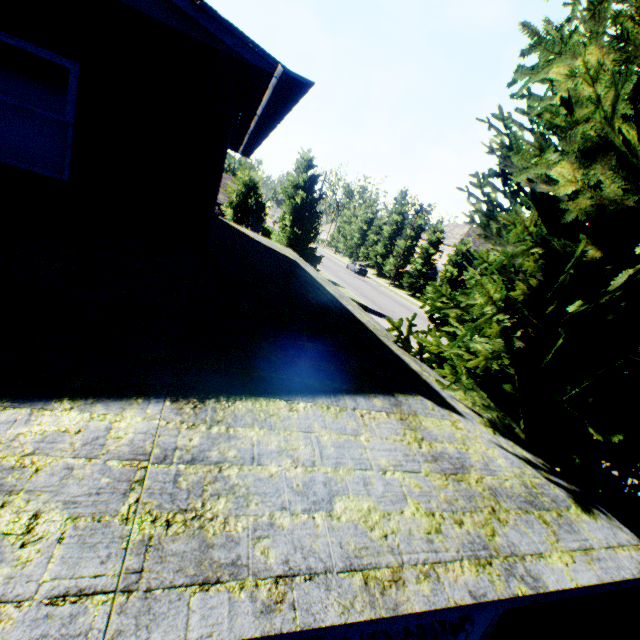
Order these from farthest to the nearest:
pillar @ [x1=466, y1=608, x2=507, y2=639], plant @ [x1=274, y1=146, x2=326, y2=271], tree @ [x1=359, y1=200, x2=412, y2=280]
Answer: tree @ [x1=359, y1=200, x2=412, y2=280] → plant @ [x1=274, y1=146, x2=326, y2=271] → pillar @ [x1=466, y1=608, x2=507, y2=639]

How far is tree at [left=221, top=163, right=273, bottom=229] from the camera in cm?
2941

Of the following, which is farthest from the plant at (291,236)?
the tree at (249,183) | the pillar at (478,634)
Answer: the tree at (249,183)

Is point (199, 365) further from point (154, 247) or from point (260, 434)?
point (154, 247)

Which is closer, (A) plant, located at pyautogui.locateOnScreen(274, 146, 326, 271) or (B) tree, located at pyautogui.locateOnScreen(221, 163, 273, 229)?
(A) plant, located at pyautogui.locateOnScreen(274, 146, 326, 271)

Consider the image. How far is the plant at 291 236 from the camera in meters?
25.4

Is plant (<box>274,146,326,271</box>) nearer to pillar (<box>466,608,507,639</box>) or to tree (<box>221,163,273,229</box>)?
pillar (<box>466,608,507,639</box>)
